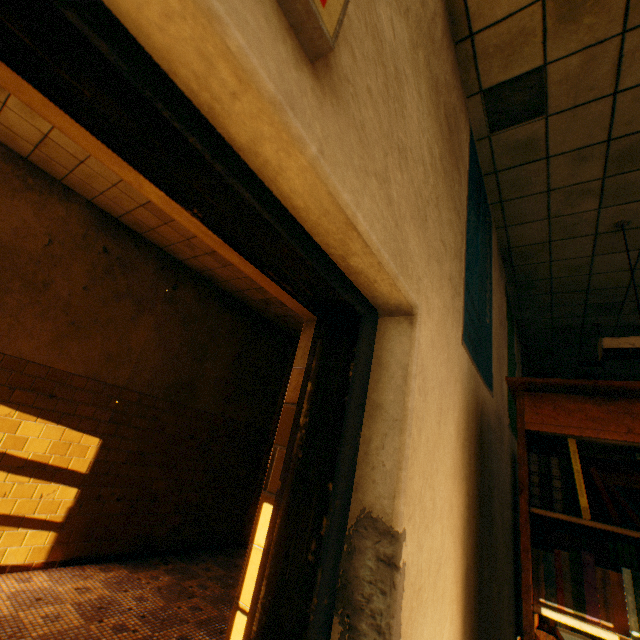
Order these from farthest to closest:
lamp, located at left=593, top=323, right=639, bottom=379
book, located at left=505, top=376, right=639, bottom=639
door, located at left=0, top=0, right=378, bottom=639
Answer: lamp, located at left=593, top=323, right=639, bottom=379 < book, located at left=505, top=376, right=639, bottom=639 < door, located at left=0, top=0, right=378, bottom=639

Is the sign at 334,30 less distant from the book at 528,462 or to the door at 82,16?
the door at 82,16

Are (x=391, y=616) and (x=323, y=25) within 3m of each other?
yes

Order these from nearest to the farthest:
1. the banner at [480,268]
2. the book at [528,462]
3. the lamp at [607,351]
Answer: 1. the book at [528,462]
2. the banner at [480,268]
3. the lamp at [607,351]

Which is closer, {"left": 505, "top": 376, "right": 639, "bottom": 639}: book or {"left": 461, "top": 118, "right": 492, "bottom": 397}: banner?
{"left": 505, "top": 376, "right": 639, "bottom": 639}: book

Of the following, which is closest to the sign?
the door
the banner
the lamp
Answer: the door

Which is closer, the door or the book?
the door

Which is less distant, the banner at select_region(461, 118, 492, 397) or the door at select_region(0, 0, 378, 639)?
the door at select_region(0, 0, 378, 639)
